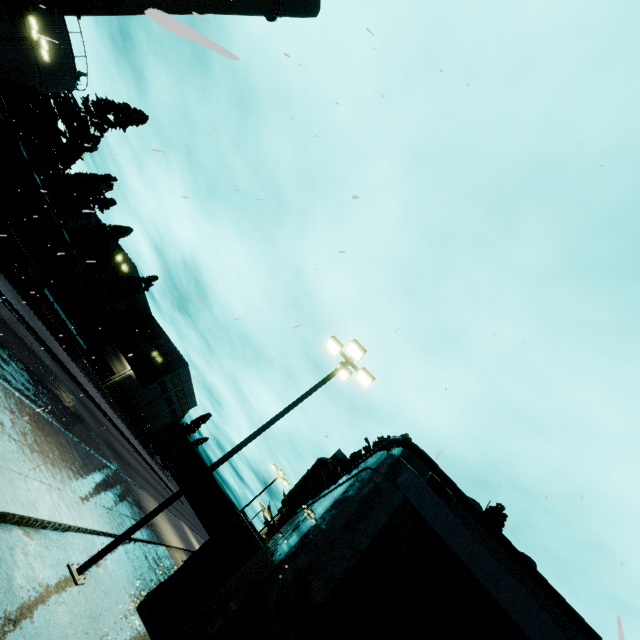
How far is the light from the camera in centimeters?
785cm

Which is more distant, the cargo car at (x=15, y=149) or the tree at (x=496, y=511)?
the cargo car at (x=15, y=149)

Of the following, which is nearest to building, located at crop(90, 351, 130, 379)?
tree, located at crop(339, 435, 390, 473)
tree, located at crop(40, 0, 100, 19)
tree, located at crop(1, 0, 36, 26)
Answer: tree, located at crop(40, 0, 100, 19)

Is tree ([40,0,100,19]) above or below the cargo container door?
above

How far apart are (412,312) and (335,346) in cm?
377

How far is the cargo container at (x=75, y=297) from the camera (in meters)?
29.25

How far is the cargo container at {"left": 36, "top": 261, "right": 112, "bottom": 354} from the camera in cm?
2925

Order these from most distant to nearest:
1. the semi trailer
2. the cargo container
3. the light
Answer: the cargo container
the light
the semi trailer
